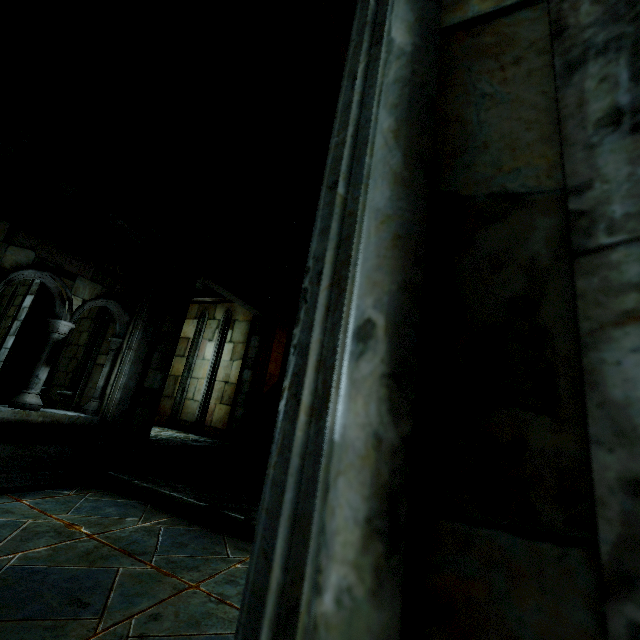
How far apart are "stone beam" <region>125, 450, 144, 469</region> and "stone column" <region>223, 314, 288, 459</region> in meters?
3.1

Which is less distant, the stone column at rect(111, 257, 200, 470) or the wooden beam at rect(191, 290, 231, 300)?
the stone column at rect(111, 257, 200, 470)

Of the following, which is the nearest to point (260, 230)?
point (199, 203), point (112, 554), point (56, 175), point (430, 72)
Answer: point (199, 203)

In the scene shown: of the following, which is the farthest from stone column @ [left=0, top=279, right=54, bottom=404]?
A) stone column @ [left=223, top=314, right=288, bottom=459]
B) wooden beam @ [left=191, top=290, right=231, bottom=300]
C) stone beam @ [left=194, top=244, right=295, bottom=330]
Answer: stone column @ [left=223, top=314, right=288, bottom=459]

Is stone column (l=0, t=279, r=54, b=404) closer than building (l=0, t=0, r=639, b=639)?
No

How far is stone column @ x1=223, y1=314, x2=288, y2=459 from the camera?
8.5 meters

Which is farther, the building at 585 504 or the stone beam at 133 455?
the stone beam at 133 455

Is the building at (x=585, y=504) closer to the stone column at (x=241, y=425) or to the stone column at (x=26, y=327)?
the stone column at (x=26, y=327)
